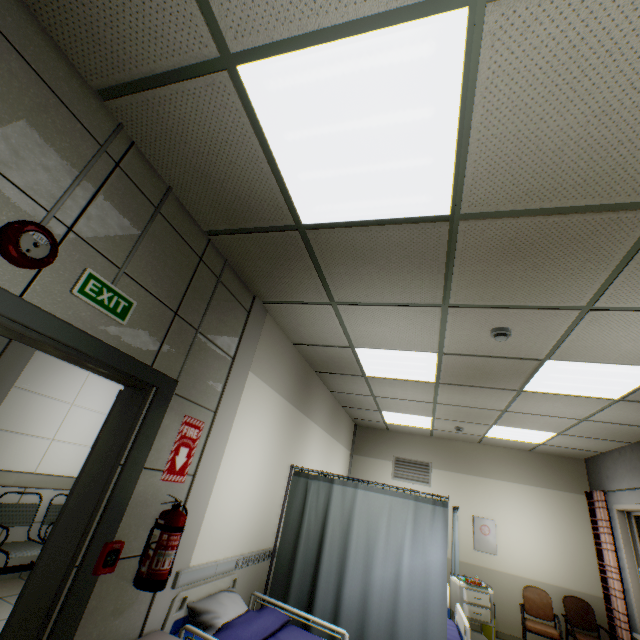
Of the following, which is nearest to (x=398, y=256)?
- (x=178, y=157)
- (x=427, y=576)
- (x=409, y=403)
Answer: (x=178, y=157)

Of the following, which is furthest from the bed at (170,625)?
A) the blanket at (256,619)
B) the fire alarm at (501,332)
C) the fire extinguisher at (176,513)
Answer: the fire alarm at (501,332)

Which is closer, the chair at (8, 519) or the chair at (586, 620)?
the chair at (8, 519)

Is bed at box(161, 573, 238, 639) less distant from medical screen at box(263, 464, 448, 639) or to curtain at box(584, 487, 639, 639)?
medical screen at box(263, 464, 448, 639)

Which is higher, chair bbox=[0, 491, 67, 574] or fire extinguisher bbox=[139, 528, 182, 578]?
fire extinguisher bbox=[139, 528, 182, 578]

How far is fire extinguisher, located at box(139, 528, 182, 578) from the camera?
1.94m

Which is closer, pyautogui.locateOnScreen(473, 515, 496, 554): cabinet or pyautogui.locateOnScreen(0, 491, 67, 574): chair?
pyautogui.locateOnScreen(0, 491, 67, 574): chair

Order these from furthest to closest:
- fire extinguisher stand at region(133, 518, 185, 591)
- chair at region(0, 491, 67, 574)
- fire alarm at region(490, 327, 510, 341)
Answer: chair at region(0, 491, 67, 574) < fire alarm at region(490, 327, 510, 341) < fire extinguisher stand at region(133, 518, 185, 591)
